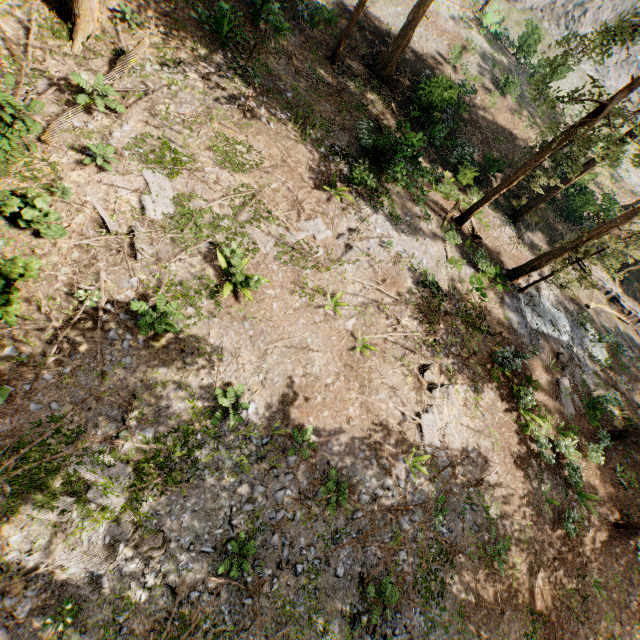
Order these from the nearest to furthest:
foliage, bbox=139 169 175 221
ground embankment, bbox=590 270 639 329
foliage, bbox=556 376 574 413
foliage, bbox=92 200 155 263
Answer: foliage, bbox=92 200 155 263 < foliage, bbox=139 169 175 221 < foliage, bbox=556 376 574 413 < ground embankment, bbox=590 270 639 329

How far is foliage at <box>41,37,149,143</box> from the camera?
9.9m

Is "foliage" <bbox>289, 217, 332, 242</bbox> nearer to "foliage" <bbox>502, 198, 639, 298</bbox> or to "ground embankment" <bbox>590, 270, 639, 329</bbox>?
"foliage" <bbox>502, 198, 639, 298</bbox>

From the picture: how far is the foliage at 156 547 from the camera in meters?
7.3

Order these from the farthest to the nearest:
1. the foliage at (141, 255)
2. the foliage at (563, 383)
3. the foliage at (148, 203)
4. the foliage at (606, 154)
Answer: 1. the foliage at (563, 383)
2. the foliage at (606, 154)
3. the foliage at (148, 203)
4. the foliage at (141, 255)

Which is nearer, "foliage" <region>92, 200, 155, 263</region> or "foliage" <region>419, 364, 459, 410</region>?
"foliage" <region>92, 200, 155, 263</region>

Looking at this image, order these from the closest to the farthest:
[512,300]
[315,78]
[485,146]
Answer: [315,78] < [512,300] < [485,146]
